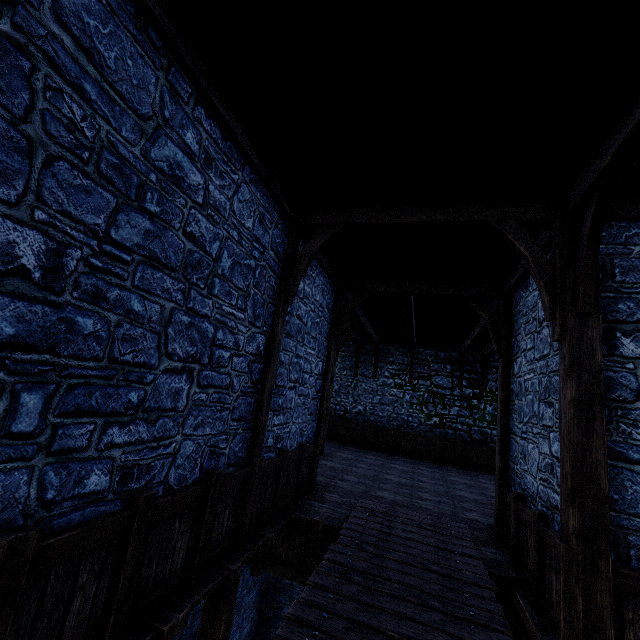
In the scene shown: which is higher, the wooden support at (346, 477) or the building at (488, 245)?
the building at (488, 245)

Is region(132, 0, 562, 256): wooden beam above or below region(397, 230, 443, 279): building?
below

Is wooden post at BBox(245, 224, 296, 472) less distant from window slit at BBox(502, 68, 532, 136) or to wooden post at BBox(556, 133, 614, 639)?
window slit at BBox(502, 68, 532, 136)

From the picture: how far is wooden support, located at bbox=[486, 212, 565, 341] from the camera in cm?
382

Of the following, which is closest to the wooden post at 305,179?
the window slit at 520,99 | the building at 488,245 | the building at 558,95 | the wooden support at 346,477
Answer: the building at 558,95

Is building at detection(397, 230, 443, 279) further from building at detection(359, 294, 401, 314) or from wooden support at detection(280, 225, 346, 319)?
building at detection(359, 294, 401, 314)

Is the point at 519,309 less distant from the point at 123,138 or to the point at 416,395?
the point at 123,138

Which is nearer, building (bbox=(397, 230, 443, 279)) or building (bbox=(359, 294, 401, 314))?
building (bbox=(397, 230, 443, 279))
